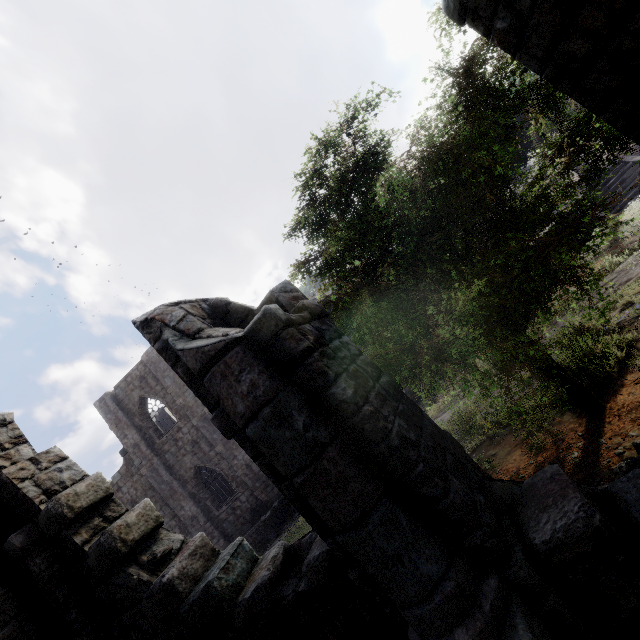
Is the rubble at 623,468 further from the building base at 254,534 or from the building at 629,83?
the building base at 254,534

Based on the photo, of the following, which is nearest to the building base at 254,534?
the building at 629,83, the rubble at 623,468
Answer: the building at 629,83

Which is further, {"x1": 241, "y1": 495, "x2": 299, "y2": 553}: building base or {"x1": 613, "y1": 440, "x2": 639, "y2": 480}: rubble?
{"x1": 241, "y1": 495, "x2": 299, "y2": 553}: building base

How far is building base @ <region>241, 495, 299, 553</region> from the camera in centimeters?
1777cm

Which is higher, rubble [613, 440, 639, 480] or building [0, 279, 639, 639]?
building [0, 279, 639, 639]

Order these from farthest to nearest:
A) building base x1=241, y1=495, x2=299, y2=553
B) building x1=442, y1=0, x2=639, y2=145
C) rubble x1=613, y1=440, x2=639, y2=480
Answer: building base x1=241, y1=495, x2=299, y2=553 < rubble x1=613, y1=440, x2=639, y2=480 < building x1=442, y1=0, x2=639, y2=145

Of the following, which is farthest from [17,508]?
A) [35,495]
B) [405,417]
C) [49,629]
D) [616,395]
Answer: [616,395]

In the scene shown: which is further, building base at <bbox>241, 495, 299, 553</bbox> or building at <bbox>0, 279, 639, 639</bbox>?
building base at <bbox>241, 495, 299, 553</bbox>
